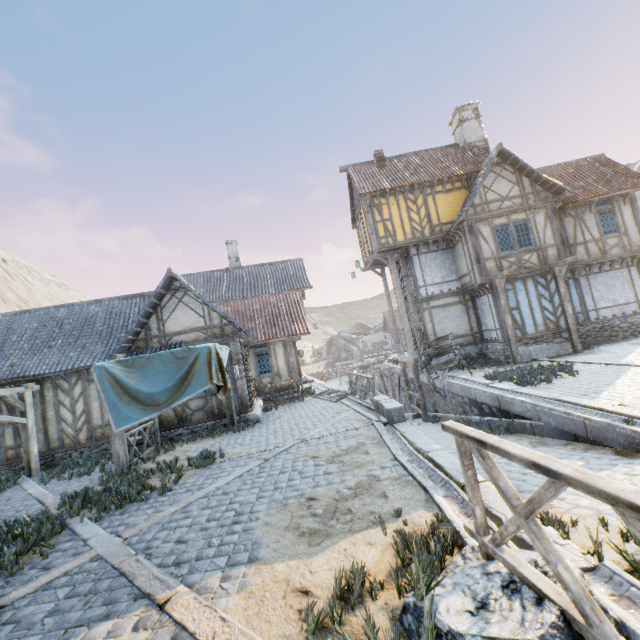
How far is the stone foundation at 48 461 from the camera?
11.6 meters

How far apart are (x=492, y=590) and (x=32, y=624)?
4.78m

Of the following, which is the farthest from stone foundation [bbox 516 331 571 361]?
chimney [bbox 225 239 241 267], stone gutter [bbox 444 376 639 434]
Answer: chimney [bbox 225 239 241 267]

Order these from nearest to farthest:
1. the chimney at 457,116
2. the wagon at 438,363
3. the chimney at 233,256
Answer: the wagon at 438,363, the chimney at 457,116, the chimney at 233,256

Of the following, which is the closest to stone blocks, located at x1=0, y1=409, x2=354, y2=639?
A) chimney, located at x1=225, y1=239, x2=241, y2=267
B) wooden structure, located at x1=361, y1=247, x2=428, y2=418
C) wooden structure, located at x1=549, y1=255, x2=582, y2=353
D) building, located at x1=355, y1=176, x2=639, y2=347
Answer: building, located at x1=355, y1=176, x2=639, y2=347

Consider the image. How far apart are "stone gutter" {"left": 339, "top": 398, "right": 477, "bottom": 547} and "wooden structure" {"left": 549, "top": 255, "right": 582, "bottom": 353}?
10.2 meters

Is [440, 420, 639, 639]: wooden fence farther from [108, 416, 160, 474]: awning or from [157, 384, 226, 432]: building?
[157, 384, 226, 432]: building

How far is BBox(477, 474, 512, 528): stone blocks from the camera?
3.56m
